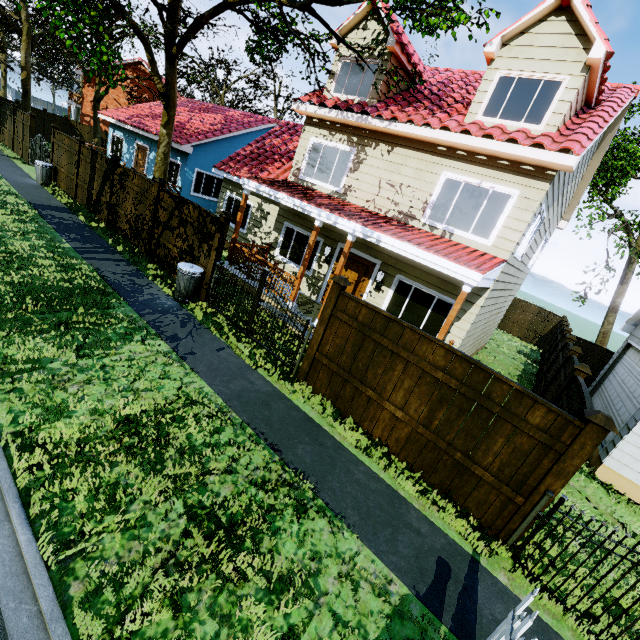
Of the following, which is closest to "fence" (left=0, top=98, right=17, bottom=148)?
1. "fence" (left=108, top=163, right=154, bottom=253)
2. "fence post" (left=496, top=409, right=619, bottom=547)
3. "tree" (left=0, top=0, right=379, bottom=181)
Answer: "fence post" (left=496, top=409, right=619, bottom=547)

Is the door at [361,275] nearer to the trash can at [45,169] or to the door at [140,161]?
the trash can at [45,169]

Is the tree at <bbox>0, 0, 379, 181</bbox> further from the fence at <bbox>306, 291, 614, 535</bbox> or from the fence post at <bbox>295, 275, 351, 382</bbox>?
the fence post at <bbox>295, 275, 351, 382</bbox>

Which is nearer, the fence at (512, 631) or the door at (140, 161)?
the fence at (512, 631)

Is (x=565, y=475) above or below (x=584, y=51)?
below

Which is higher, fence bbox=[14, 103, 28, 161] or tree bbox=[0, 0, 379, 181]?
tree bbox=[0, 0, 379, 181]

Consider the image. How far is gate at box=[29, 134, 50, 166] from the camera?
15.62m

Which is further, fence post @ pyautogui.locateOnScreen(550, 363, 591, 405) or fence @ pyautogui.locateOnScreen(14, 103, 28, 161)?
fence @ pyautogui.locateOnScreen(14, 103, 28, 161)
